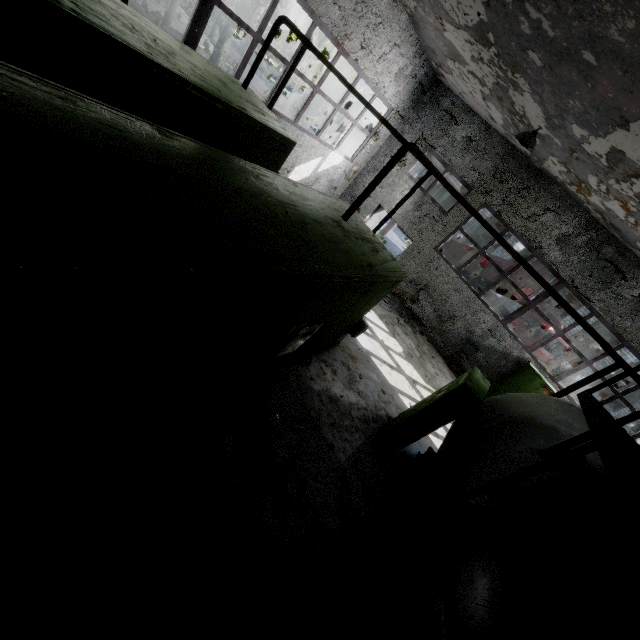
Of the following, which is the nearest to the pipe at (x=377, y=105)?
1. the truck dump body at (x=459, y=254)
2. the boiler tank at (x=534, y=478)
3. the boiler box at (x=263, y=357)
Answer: the truck dump body at (x=459, y=254)

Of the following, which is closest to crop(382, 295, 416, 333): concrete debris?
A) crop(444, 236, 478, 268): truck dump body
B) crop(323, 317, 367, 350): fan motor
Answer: crop(323, 317, 367, 350): fan motor

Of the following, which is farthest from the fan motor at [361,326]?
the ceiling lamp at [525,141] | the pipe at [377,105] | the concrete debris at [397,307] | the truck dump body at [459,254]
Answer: the truck dump body at [459,254]

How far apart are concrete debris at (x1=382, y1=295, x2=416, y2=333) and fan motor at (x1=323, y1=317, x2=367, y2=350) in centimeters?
458cm

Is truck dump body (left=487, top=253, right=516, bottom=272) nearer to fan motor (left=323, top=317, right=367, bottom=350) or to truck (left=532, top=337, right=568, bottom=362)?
truck (left=532, top=337, right=568, bottom=362)

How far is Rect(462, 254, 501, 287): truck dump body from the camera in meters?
19.1

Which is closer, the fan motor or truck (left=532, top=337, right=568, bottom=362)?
the fan motor

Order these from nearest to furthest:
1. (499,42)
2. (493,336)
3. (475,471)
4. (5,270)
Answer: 1. (5,270)
2. (475,471)
3. (499,42)
4. (493,336)
